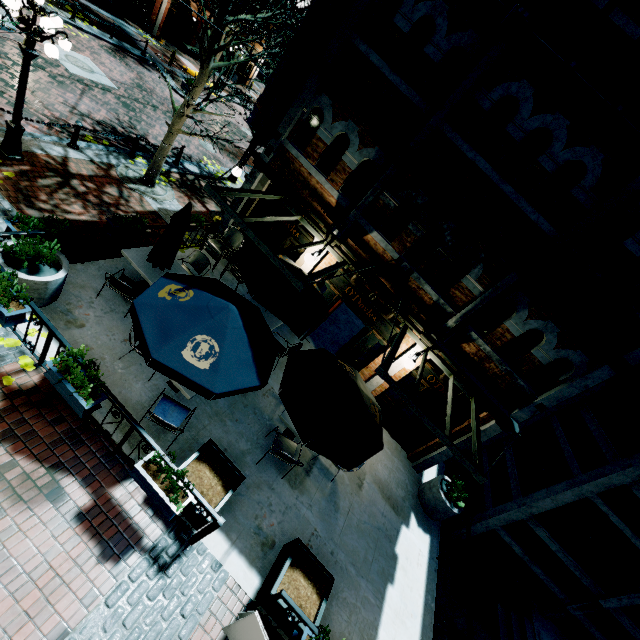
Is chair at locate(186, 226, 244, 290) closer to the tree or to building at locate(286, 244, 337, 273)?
building at locate(286, 244, 337, 273)

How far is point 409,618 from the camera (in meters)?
6.89

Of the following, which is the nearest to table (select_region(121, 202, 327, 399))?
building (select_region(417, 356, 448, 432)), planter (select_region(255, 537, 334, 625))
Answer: planter (select_region(255, 537, 334, 625))

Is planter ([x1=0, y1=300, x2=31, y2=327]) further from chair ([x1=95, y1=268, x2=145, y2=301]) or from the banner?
the banner

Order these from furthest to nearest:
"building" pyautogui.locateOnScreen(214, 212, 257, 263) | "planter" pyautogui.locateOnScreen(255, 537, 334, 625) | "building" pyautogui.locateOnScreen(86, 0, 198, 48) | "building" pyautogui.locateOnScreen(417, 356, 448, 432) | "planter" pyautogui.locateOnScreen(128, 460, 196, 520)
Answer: "building" pyautogui.locateOnScreen(86, 0, 198, 48), "building" pyautogui.locateOnScreen(214, 212, 257, 263), "building" pyautogui.locateOnScreen(417, 356, 448, 432), "planter" pyautogui.locateOnScreen(255, 537, 334, 625), "planter" pyautogui.locateOnScreen(128, 460, 196, 520)

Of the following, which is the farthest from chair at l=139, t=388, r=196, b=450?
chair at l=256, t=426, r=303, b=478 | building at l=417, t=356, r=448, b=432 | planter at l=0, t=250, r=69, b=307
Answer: building at l=417, t=356, r=448, b=432

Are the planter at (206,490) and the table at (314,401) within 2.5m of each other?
yes

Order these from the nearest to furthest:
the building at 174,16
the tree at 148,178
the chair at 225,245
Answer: the tree at 148,178
the chair at 225,245
the building at 174,16
